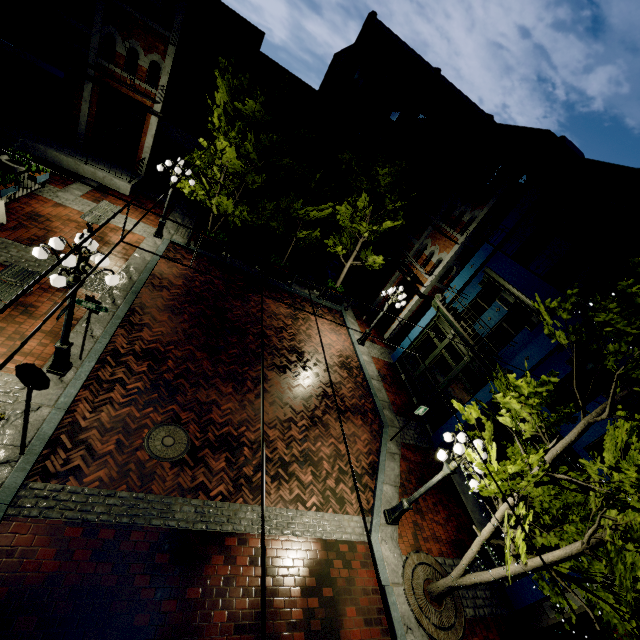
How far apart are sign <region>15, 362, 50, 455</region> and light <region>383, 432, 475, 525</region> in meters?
8.1 m

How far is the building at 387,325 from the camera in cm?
1842

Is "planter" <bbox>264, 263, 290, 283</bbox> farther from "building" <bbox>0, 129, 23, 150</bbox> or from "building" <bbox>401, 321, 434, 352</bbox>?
"building" <bbox>0, 129, 23, 150</bbox>

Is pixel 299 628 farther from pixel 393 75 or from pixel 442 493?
pixel 393 75

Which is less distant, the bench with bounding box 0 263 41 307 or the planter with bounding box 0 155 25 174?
the bench with bounding box 0 263 41 307

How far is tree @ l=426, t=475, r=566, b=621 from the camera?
5.7m

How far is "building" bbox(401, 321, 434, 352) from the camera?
15.7 meters

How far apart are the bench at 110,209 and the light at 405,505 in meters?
13.9 m
